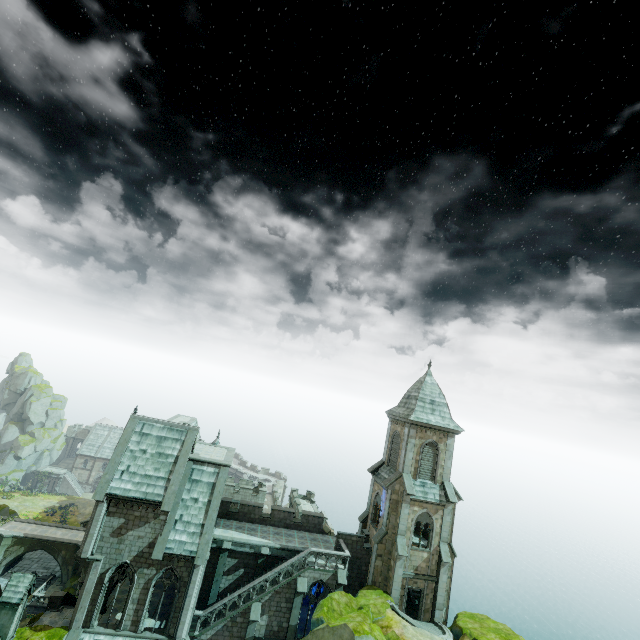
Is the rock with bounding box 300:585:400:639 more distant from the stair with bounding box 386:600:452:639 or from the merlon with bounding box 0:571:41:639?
the merlon with bounding box 0:571:41:639

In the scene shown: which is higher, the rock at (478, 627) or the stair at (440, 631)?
the rock at (478, 627)

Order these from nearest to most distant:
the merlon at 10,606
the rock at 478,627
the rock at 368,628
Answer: the rock at 368,628
the merlon at 10,606
the rock at 478,627

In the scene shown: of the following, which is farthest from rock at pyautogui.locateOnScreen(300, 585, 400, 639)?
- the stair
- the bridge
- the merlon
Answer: the bridge

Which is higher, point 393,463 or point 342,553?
point 393,463

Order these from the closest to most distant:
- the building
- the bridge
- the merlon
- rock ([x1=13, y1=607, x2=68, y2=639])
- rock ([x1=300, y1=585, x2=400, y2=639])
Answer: rock ([x1=300, y1=585, x2=400, y2=639]), the merlon, rock ([x1=13, y1=607, x2=68, y2=639]), the building, the bridge

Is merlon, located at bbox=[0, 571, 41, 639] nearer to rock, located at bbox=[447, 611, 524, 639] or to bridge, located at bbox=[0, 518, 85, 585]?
rock, located at bbox=[447, 611, 524, 639]
